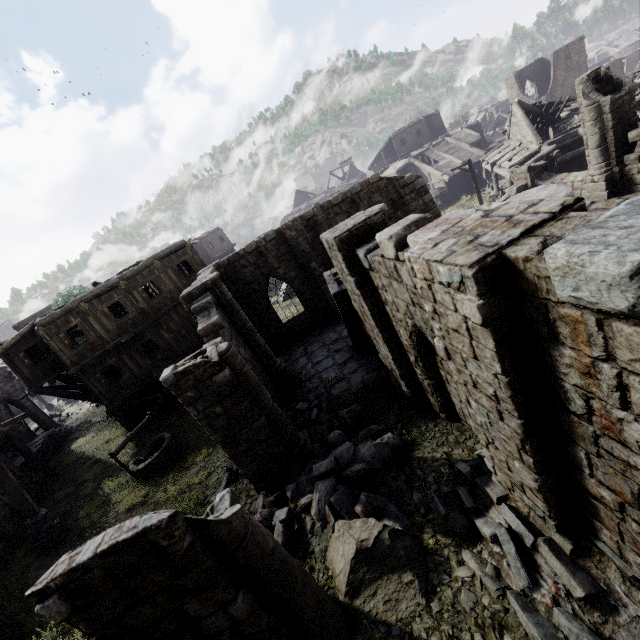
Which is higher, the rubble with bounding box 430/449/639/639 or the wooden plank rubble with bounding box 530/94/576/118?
the wooden plank rubble with bounding box 530/94/576/118

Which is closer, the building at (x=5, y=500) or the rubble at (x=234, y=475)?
the rubble at (x=234, y=475)

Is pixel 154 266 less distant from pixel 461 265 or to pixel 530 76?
pixel 461 265

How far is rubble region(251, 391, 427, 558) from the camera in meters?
6.5 m

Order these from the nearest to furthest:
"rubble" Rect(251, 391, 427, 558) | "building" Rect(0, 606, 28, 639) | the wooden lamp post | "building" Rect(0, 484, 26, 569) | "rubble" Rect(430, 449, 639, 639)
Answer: "rubble" Rect(430, 449, 639, 639) → "rubble" Rect(251, 391, 427, 558) → "building" Rect(0, 606, 28, 639) → the wooden lamp post → "building" Rect(0, 484, 26, 569)

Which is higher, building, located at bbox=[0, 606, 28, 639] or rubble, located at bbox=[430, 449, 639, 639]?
building, located at bbox=[0, 606, 28, 639]

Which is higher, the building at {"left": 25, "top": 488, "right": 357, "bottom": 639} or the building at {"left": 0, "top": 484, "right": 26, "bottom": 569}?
the building at {"left": 25, "top": 488, "right": 357, "bottom": 639}

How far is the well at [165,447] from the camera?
13.3 meters
